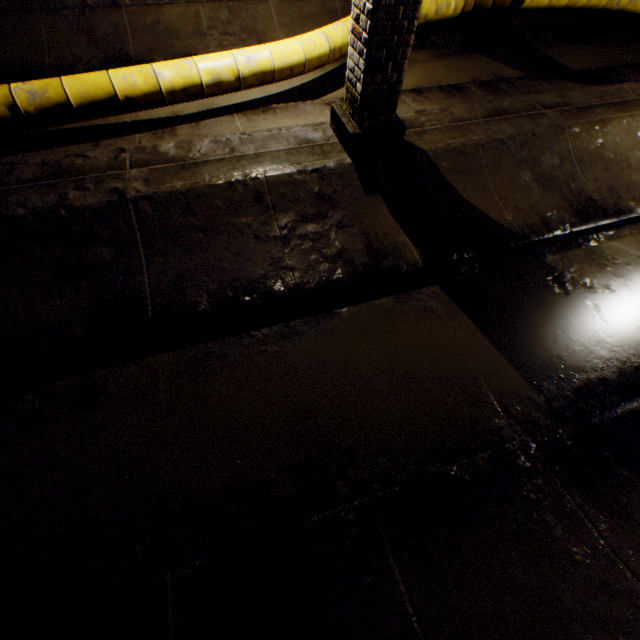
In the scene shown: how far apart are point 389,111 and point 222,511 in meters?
3.8

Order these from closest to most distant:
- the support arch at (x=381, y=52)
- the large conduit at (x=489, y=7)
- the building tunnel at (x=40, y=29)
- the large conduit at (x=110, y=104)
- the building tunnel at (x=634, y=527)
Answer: the building tunnel at (x=634, y=527)
the support arch at (x=381, y=52)
the large conduit at (x=110, y=104)
the building tunnel at (x=40, y=29)
the large conduit at (x=489, y=7)

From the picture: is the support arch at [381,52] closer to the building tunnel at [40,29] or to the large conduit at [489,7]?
the building tunnel at [40,29]

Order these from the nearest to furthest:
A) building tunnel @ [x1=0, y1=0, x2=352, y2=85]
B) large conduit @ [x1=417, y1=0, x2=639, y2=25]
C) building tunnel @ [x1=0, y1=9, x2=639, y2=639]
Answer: building tunnel @ [x1=0, y1=9, x2=639, y2=639], building tunnel @ [x1=0, y1=0, x2=352, y2=85], large conduit @ [x1=417, y1=0, x2=639, y2=25]

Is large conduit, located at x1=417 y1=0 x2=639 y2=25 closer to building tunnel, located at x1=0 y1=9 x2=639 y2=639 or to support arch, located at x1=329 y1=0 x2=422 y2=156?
building tunnel, located at x1=0 y1=9 x2=639 y2=639

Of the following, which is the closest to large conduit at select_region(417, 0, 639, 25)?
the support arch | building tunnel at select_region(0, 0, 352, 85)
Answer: building tunnel at select_region(0, 0, 352, 85)
